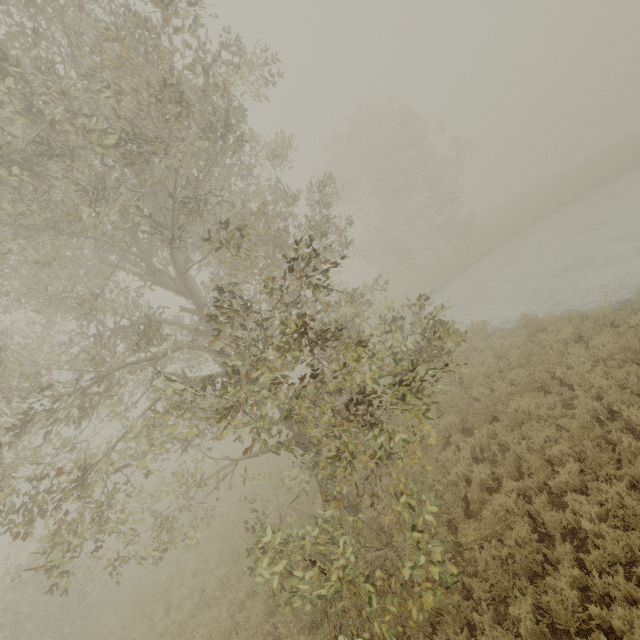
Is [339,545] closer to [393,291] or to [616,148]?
[393,291]
